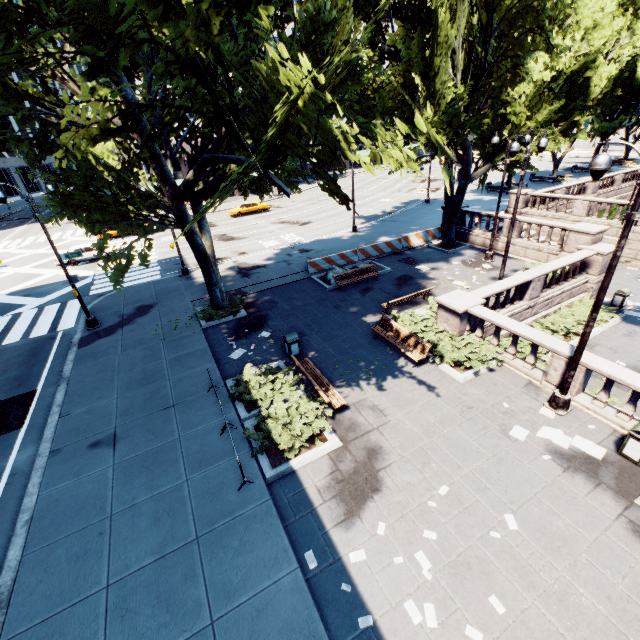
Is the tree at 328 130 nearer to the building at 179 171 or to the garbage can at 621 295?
the building at 179 171

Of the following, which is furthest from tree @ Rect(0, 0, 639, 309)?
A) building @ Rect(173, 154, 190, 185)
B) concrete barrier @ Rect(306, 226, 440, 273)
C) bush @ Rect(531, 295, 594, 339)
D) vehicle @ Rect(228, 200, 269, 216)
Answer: vehicle @ Rect(228, 200, 269, 216)

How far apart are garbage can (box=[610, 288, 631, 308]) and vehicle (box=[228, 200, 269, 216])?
36.12m

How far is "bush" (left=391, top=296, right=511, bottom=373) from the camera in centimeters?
1209cm

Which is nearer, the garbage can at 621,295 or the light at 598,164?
the light at 598,164

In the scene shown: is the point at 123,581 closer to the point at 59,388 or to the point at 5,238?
the point at 59,388

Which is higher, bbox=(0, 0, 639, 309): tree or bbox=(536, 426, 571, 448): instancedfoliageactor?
bbox=(0, 0, 639, 309): tree

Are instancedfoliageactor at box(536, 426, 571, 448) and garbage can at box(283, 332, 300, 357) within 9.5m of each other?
yes
